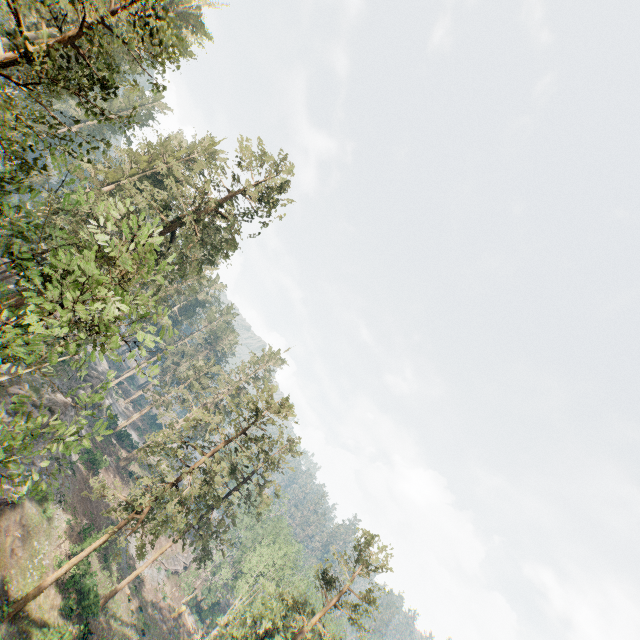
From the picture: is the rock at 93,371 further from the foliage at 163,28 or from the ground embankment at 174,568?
the ground embankment at 174,568

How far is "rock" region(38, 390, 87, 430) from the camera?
30.8 meters

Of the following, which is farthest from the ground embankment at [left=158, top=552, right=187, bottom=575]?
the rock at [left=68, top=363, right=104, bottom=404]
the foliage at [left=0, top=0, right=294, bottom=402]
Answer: the rock at [left=68, top=363, right=104, bottom=404]

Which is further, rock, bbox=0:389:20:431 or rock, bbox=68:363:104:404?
rock, bbox=68:363:104:404

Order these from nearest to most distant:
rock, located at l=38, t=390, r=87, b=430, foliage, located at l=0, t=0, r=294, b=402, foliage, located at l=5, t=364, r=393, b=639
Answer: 1. foliage, located at l=0, t=0, r=294, b=402
2. foliage, located at l=5, t=364, r=393, b=639
3. rock, located at l=38, t=390, r=87, b=430

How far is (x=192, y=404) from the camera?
57.8 meters
